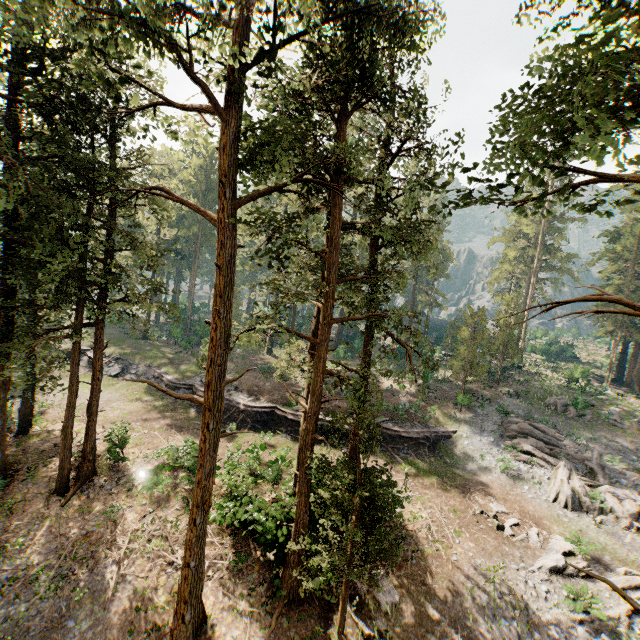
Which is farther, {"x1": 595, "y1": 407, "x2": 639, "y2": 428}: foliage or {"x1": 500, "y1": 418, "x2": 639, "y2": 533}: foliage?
{"x1": 595, "y1": 407, "x2": 639, "y2": 428}: foliage

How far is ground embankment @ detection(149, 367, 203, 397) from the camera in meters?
29.3

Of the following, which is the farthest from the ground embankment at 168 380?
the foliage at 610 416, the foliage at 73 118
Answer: the foliage at 610 416

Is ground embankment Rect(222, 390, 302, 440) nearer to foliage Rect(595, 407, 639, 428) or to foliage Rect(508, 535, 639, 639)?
foliage Rect(508, 535, 639, 639)

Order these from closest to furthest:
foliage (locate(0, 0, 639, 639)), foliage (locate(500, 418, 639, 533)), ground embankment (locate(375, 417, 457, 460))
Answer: foliage (locate(0, 0, 639, 639)), foliage (locate(500, 418, 639, 533)), ground embankment (locate(375, 417, 457, 460))

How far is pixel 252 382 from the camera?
31.1 meters
